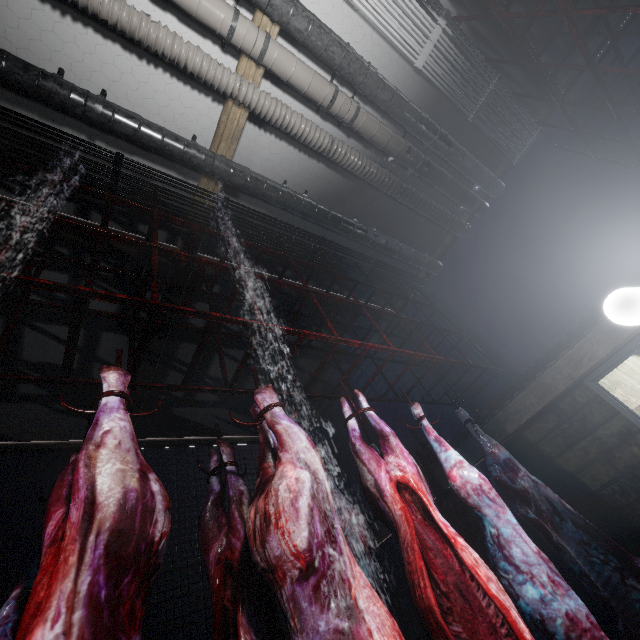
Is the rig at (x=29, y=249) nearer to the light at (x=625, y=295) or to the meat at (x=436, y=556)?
the meat at (x=436, y=556)

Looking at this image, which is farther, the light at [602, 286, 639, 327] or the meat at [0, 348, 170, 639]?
the light at [602, 286, 639, 327]

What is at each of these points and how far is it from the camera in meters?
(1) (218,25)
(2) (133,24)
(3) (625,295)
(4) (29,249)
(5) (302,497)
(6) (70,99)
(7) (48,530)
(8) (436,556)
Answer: (1) pipe, 2.2
(2) pipe, 2.0
(3) light, 2.5
(4) rig, 1.5
(5) meat, 1.1
(6) pipe, 2.1
(7) meat, 0.9
(8) meat, 1.5

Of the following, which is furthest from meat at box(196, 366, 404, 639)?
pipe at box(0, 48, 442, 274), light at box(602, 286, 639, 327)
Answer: light at box(602, 286, 639, 327)

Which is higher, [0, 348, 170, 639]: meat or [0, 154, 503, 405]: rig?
[0, 154, 503, 405]: rig

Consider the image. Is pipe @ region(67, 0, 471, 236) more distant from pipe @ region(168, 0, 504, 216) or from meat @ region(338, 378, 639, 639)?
meat @ region(338, 378, 639, 639)

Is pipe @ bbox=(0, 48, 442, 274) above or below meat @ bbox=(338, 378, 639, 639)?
above

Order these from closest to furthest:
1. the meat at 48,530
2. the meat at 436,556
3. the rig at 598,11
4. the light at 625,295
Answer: the meat at 48,530, the meat at 436,556, the rig at 598,11, the light at 625,295
